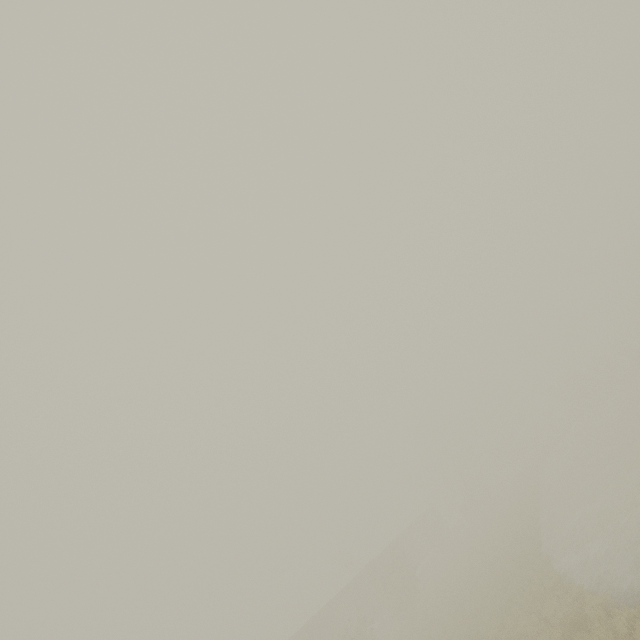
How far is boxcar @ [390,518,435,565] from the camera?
42.62m

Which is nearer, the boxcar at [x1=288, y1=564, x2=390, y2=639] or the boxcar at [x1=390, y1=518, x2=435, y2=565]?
the boxcar at [x1=288, y1=564, x2=390, y2=639]

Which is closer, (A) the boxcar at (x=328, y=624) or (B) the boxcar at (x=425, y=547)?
(A) the boxcar at (x=328, y=624)

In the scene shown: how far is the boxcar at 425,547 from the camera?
42.6m

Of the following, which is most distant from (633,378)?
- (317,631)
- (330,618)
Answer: (317,631)
